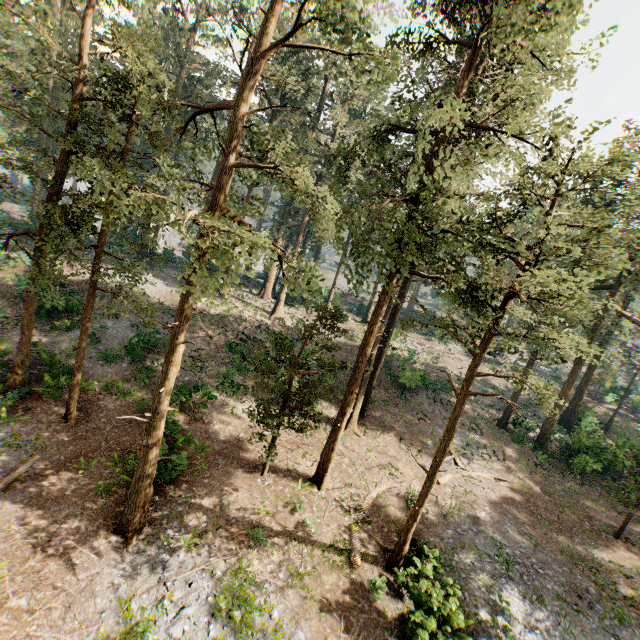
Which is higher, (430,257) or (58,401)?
(430,257)
